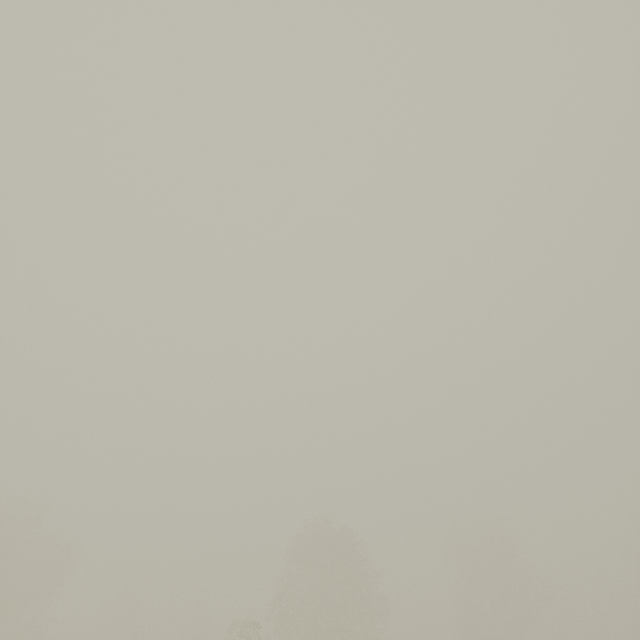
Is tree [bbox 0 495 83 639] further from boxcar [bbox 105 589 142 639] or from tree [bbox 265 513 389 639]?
boxcar [bbox 105 589 142 639]

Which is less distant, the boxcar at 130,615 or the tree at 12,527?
the tree at 12,527

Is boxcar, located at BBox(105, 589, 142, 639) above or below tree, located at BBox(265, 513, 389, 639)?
below

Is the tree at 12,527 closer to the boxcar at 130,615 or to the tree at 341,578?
the tree at 341,578

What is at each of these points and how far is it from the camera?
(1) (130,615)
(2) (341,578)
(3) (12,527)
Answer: (1) boxcar, 47.7 meters
(2) tree, 29.7 meters
(3) tree, 31.3 meters

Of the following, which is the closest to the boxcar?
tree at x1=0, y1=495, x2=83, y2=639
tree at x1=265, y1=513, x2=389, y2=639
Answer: tree at x1=0, y1=495, x2=83, y2=639
